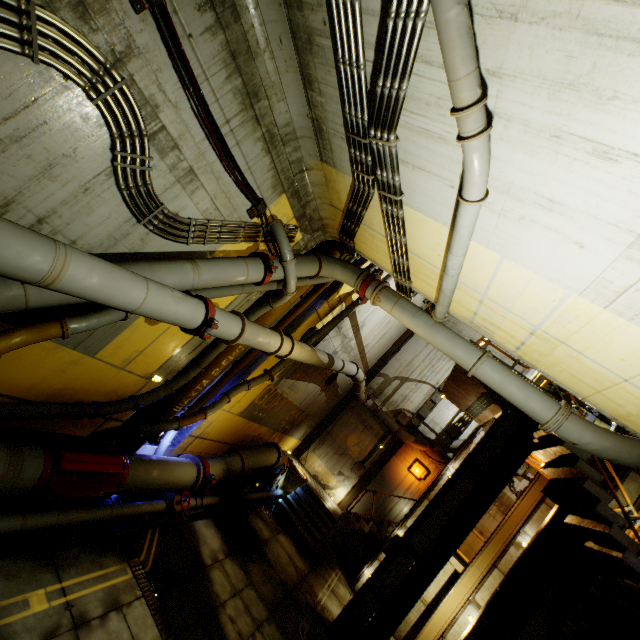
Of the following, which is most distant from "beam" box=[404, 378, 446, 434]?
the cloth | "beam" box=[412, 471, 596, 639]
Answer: "beam" box=[412, 471, 596, 639]

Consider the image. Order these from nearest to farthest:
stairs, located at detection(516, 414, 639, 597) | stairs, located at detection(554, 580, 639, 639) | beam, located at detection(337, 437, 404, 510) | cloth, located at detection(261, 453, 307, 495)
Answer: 1. stairs, located at detection(516, 414, 639, 597)
2. stairs, located at detection(554, 580, 639, 639)
3. cloth, located at detection(261, 453, 307, 495)
4. beam, located at detection(337, 437, 404, 510)

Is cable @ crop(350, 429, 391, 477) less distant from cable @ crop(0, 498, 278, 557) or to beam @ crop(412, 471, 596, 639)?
cable @ crop(0, 498, 278, 557)

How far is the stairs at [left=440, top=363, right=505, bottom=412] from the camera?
10.45m

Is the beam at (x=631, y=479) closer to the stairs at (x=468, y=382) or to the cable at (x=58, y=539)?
the stairs at (x=468, y=382)

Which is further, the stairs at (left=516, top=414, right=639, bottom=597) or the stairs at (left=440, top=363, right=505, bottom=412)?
the stairs at (left=440, top=363, right=505, bottom=412)

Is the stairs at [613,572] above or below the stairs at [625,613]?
above

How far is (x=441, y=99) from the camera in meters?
3.3
